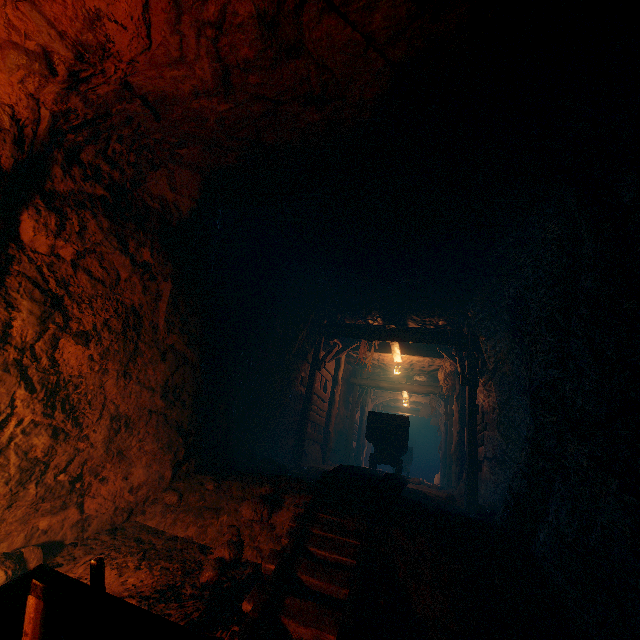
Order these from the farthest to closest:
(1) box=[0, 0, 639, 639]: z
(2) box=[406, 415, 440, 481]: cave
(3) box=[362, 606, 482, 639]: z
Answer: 1. (2) box=[406, 415, 440, 481]: cave
2. (3) box=[362, 606, 482, 639]: z
3. (1) box=[0, 0, 639, 639]: z

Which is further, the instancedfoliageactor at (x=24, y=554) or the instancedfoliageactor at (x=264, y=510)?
the instancedfoliageactor at (x=264, y=510)

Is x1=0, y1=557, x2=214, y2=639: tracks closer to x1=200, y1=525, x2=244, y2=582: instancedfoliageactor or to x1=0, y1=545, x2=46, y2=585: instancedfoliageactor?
x1=200, y1=525, x2=244, y2=582: instancedfoliageactor

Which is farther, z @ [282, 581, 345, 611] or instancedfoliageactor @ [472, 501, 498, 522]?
instancedfoliageactor @ [472, 501, 498, 522]

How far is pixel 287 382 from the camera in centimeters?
880cm

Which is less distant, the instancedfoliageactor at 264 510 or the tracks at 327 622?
the tracks at 327 622

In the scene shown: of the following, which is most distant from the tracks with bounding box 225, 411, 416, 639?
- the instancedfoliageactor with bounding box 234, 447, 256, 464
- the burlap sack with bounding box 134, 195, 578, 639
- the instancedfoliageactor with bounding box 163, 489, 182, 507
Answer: the instancedfoliageactor with bounding box 234, 447, 256, 464

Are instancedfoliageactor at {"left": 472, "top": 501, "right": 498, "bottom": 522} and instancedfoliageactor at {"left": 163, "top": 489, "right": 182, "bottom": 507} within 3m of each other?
no
